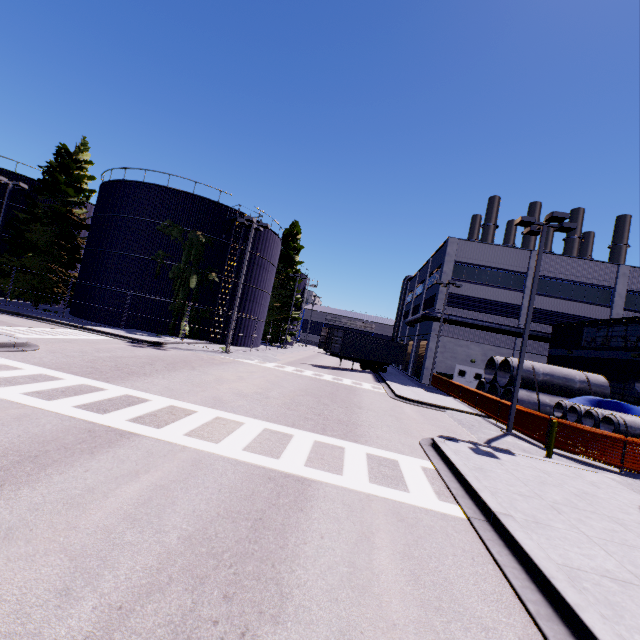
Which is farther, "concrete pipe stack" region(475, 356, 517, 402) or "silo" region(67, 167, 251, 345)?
"silo" region(67, 167, 251, 345)

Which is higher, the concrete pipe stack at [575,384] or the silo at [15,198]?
the silo at [15,198]

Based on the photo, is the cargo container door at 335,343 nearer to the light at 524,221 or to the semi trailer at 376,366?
the semi trailer at 376,366

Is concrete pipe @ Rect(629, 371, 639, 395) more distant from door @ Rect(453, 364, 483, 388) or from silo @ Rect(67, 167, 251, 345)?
door @ Rect(453, 364, 483, 388)

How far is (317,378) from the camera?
20.92m

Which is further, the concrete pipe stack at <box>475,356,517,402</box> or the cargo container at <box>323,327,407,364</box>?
the cargo container at <box>323,327,407,364</box>

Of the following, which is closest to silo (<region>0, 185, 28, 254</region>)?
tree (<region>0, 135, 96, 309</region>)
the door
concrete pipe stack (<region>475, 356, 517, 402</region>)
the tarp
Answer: tree (<region>0, 135, 96, 309</region>)

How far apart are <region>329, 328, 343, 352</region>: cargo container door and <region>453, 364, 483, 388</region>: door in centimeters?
1193cm
